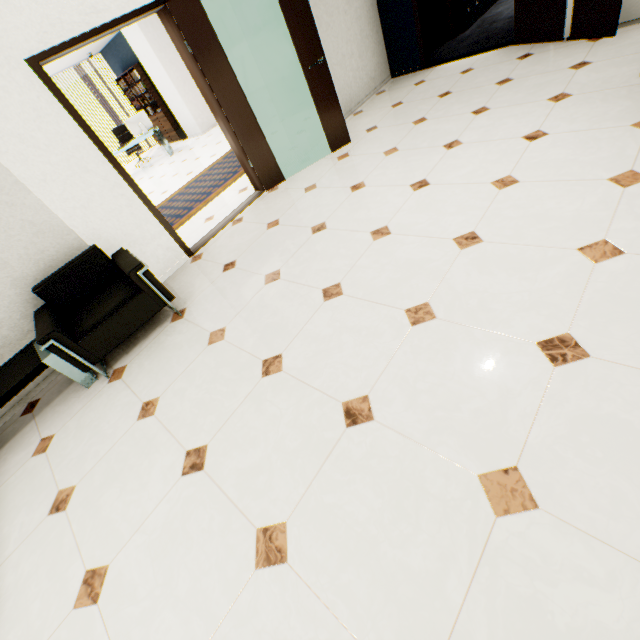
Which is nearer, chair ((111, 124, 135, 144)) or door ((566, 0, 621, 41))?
door ((566, 0, 621, 41))

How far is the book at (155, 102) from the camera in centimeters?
998cm

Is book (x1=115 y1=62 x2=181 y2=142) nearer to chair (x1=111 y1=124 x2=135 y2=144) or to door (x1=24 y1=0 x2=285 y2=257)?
chair (x1=111 y1=124 x2=135 y2=144)

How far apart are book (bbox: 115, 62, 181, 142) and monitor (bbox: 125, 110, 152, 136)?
1.5m

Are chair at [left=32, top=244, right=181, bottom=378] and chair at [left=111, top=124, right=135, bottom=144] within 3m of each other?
no

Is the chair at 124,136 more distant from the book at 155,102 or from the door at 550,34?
the door at 550,34

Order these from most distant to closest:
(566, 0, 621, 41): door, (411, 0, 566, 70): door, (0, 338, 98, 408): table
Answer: (411, 0, 566, 70): door, (566, 0, 621, 41): door, (0, 338, 98, 408): table

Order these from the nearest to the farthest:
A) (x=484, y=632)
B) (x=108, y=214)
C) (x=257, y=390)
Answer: (x=484, y=632)
(x=257, y=390)
(x=108, y=214)
